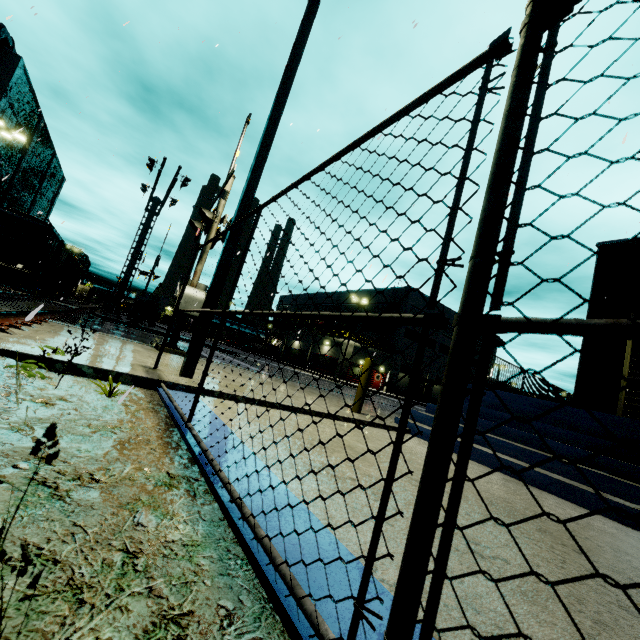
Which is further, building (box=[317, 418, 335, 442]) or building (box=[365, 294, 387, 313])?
building (box=[365, 294, 387, 313])

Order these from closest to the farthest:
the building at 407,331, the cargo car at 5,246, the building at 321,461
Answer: the building at 321,461
the cargo car at 5,246
the building at 407,331

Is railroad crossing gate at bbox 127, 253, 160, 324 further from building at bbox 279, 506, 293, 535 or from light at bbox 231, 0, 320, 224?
light at bbox 231, 0, 320, 224

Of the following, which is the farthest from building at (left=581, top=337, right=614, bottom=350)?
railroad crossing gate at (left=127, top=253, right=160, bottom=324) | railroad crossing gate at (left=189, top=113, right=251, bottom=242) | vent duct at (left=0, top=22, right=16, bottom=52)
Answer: railroad crossing gate at (left=127, top=253, right=160, bottom=324)

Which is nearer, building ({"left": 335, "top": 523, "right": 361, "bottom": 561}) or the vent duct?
building ({"left": 335, "top": 523, "right": 361, "bottom": 561})

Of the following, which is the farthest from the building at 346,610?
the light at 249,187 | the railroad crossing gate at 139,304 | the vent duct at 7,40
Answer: the railroad crossing gate at 139,304

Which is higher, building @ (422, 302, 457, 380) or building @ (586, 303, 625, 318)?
building @ (422, 302, 457, 380)

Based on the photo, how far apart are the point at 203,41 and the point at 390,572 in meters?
15.8
